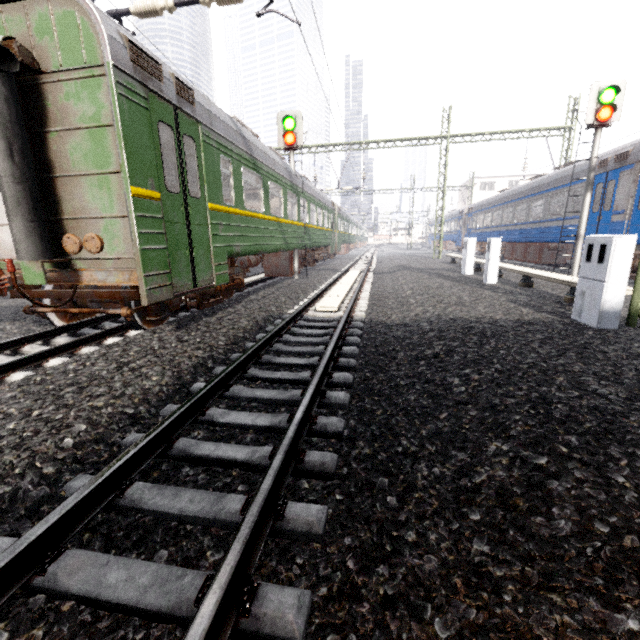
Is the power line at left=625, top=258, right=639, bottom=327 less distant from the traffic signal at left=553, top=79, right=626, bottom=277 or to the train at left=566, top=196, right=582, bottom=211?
the train at left=566, top=196, right=582, bottom=211

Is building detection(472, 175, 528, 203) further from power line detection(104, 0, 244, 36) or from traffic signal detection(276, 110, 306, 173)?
power line detection(104, 0, 244, 36)

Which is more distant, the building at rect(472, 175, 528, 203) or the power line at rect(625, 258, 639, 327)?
the building at rect(472, 175, 528, 203)

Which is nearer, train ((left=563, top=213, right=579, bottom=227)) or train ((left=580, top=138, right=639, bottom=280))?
train ((left=580, top=138, right=639, bottom=280))

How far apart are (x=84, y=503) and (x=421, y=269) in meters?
15.8

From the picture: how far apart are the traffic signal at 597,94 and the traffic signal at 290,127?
8.96m

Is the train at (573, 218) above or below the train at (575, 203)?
below

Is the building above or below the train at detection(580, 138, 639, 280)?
above
